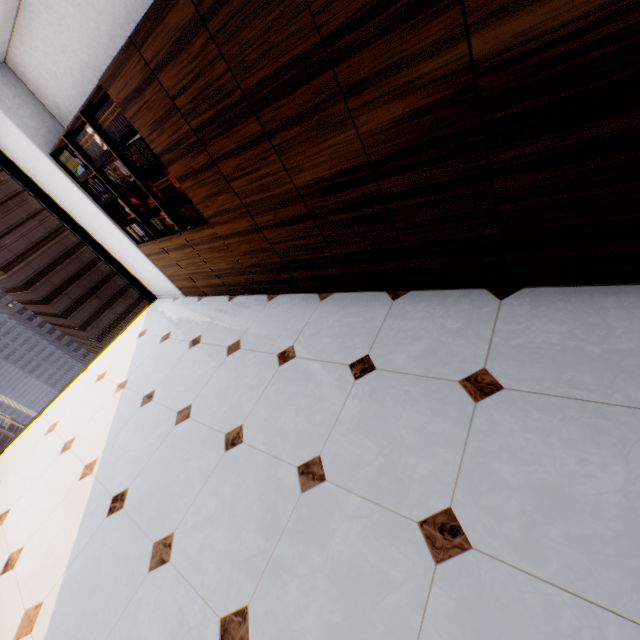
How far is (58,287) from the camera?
48.8m

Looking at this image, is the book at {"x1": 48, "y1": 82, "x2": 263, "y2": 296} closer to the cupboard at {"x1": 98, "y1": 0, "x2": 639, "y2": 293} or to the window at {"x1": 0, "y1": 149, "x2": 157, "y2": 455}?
the cupboard at {"x1": 98, "y1": 0, "x2": 639, "y2": 293}

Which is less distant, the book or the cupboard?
the cupboard

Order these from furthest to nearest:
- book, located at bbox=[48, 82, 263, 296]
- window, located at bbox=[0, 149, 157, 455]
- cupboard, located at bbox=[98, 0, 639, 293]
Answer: window, located at bbox=[0, 149, 157, 455] → book, located at bbox=[48, 82, 263, 296] → cupboard, located at bbox=[98, 0, 639, 293]

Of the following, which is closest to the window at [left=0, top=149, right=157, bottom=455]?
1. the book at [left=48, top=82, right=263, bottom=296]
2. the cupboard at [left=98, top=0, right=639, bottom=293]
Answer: the book at [left=48, top=82, right=263, bottom=296]

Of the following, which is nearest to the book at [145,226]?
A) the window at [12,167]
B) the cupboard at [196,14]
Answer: the cupboard at [196,14]

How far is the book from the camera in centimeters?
283cm

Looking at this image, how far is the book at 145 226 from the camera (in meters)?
2.83
